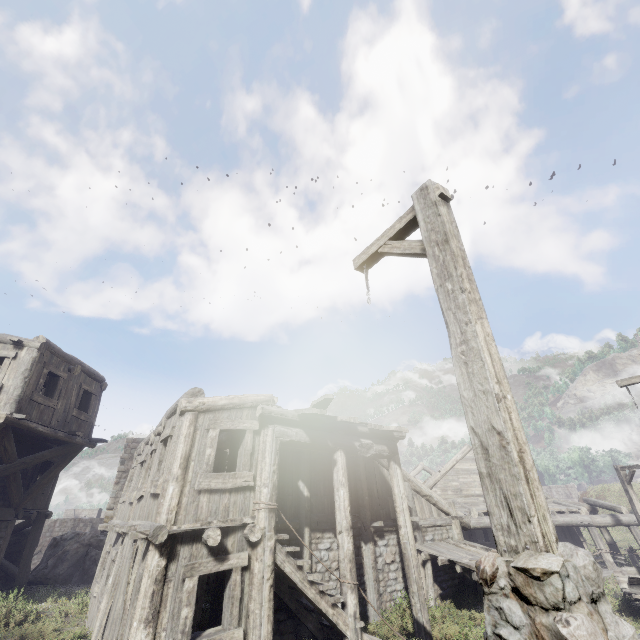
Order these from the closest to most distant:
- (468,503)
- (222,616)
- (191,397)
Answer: (222,616) → (191,397) → (468,503)

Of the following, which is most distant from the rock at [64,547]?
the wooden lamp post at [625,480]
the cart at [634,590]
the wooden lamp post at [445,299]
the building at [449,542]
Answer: the wooden lamp post at [625,480]

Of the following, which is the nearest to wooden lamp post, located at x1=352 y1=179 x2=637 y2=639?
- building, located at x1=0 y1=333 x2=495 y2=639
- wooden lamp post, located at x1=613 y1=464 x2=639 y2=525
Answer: building, located at x1=0 y1=333 x2=495 y2=639

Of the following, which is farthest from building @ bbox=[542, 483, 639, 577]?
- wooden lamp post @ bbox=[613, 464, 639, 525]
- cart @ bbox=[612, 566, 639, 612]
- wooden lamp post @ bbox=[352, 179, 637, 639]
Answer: wooden lamp post @ bbox=[352, 179, 637, 639]

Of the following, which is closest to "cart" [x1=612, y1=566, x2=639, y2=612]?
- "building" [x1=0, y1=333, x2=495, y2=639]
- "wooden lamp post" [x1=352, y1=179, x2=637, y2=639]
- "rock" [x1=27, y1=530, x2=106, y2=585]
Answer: "building" [x1=0, y1=333, x2=495, y2=639]

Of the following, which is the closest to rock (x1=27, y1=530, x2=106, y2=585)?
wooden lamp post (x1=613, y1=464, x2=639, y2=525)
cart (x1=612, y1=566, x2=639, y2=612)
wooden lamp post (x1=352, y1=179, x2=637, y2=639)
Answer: wooden lamp post (x1=352, y1=179, x2=637, y2=639)

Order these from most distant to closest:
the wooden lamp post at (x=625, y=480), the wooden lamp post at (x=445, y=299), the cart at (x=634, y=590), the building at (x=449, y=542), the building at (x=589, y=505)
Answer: the building at (x=589, y=505), the wooden lamp post at (x=625, y=480), the cart at (x=634, y=590), the building at (x=449, y=542), the wooden lamp post at (x=445, y=299)

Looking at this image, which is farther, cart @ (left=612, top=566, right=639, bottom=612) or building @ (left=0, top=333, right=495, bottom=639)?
cart @ (left=612, top=566, right=639, bottom=612)
